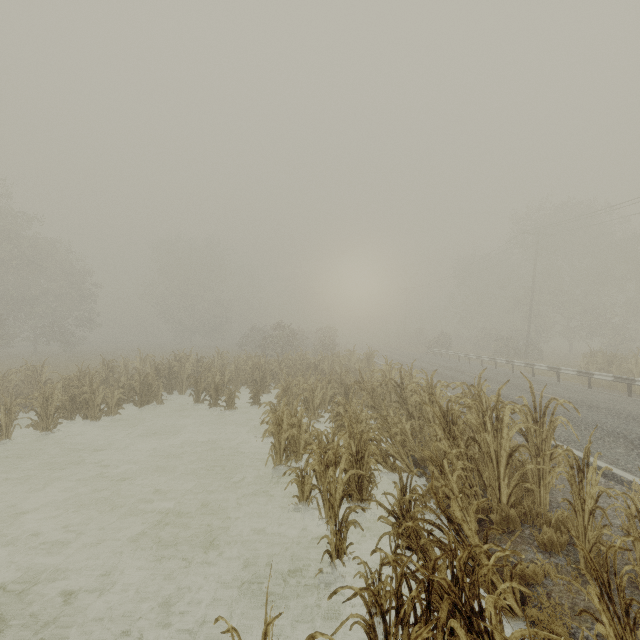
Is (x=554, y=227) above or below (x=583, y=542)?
above

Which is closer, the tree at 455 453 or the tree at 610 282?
the tree at 455 453

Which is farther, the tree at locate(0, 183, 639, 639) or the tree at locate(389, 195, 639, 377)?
the tree at locate(389, 195, 639, 377)
